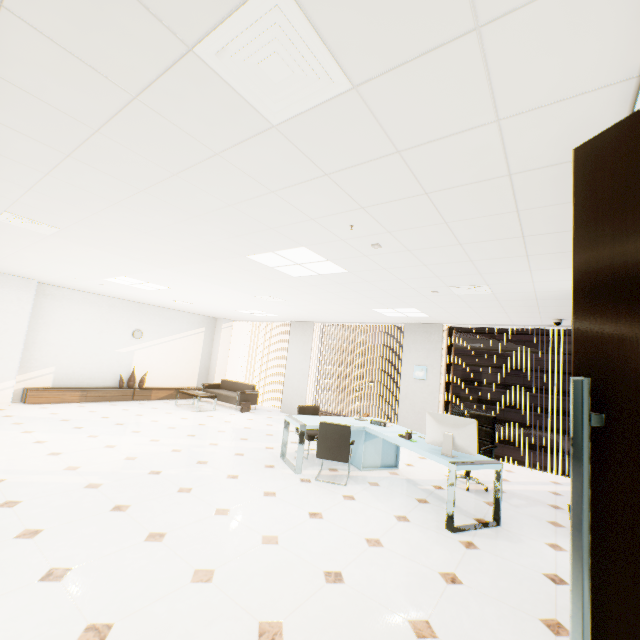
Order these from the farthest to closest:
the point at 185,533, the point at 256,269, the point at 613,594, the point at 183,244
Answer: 1. the point at 256,269
2. the point at 183,244
3. the point at 185,533
4. the point at 613,594

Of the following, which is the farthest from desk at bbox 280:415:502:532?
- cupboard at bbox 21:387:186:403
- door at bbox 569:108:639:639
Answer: cupboard at bbox 21:387:186:403

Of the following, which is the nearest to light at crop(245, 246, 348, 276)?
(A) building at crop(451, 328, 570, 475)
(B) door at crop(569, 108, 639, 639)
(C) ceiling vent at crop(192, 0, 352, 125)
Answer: (C) ceiling vent at crop(192, 0, 352, 125)

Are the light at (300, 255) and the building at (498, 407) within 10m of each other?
no

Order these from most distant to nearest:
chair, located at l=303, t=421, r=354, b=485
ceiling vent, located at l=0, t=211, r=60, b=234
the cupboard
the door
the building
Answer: the building, the cupboard, chair, located at l=303, t=421, r=354, b=485, ceiling vent, located at l=0, t=211, r=60, b=234, the door

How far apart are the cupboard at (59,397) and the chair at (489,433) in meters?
8.7 m

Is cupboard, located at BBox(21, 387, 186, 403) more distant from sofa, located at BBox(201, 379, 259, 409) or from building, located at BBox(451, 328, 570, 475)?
building, located at BBox(451, 328, 570, 475)

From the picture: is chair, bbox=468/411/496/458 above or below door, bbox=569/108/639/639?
below
